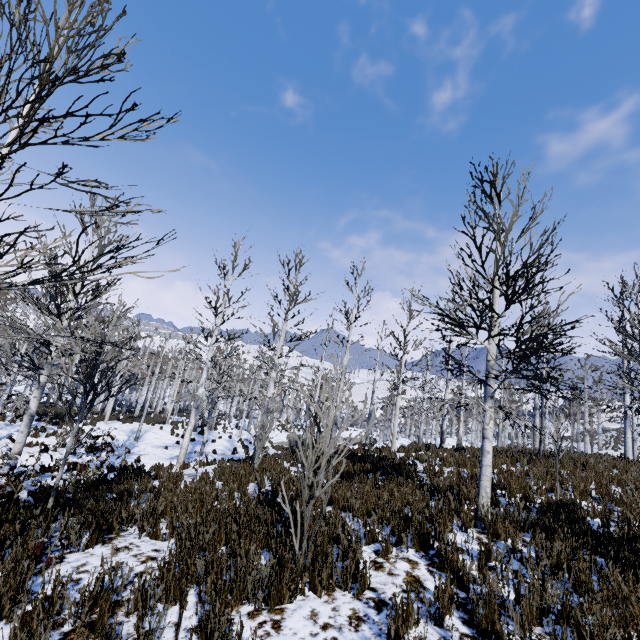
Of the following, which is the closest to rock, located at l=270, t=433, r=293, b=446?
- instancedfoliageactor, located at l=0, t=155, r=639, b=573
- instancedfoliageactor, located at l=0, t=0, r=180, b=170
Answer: instancedfoliageactor, located at l=0, t=155, r=639, b=573

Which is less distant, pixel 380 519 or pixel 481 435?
pixel 380 519

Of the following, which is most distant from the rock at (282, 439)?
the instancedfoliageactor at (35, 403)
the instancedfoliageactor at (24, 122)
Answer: the instancedfoliageactor at (24, 122)

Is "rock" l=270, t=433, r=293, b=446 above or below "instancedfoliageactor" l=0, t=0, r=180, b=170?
below

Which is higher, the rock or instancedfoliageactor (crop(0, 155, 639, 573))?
instancedfoliageactor (crop(0, 155, 639, 573))

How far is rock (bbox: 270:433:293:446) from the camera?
34.5m

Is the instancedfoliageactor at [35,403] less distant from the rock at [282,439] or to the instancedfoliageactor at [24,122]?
the rock at [282,439]

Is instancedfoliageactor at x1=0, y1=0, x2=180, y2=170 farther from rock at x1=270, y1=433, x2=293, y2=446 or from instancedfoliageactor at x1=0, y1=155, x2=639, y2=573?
rock at x1=270, y1=433, x2=293, y2=446
